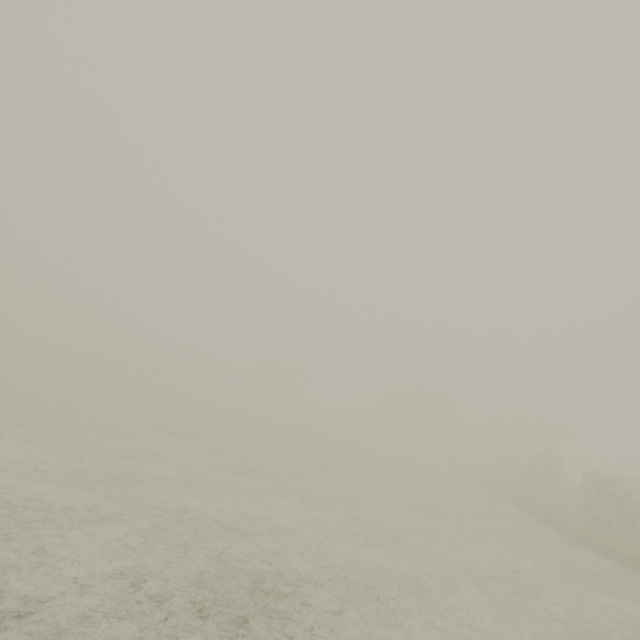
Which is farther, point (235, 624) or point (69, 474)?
point (69, 474)
